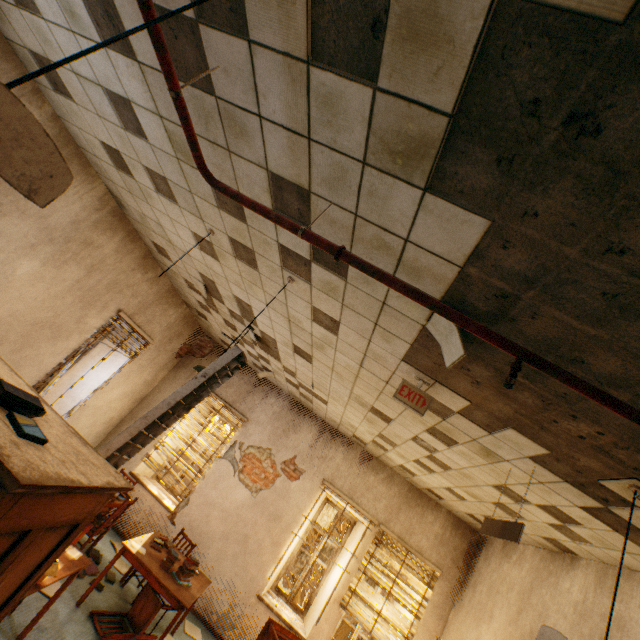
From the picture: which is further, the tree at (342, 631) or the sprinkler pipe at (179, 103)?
the tree at (342, 631)

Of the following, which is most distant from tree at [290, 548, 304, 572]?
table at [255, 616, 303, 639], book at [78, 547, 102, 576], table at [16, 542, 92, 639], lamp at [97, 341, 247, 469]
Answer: lamp at [97, 341, 247, 469]

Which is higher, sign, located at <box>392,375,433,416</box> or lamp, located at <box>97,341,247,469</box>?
sign, located at <box>392,375,433,416</box>

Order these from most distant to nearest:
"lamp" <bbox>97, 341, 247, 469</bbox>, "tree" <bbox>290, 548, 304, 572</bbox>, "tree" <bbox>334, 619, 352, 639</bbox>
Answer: "tree" <bbox>334, 619, 352, 639</bbox> < "tree" <bbox>290, 548, 304, 572</bbox> < "lamp" <bbox>97, 341, 247, 469</bbox>

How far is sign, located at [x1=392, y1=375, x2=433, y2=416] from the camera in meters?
2.8

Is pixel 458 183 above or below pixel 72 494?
above

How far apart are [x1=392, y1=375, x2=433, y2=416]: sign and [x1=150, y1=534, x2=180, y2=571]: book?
4.5 meters

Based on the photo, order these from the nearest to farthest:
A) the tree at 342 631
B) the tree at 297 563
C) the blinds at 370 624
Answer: the blinds at 370 624, the tree at 297 563, the tree at 342 631
